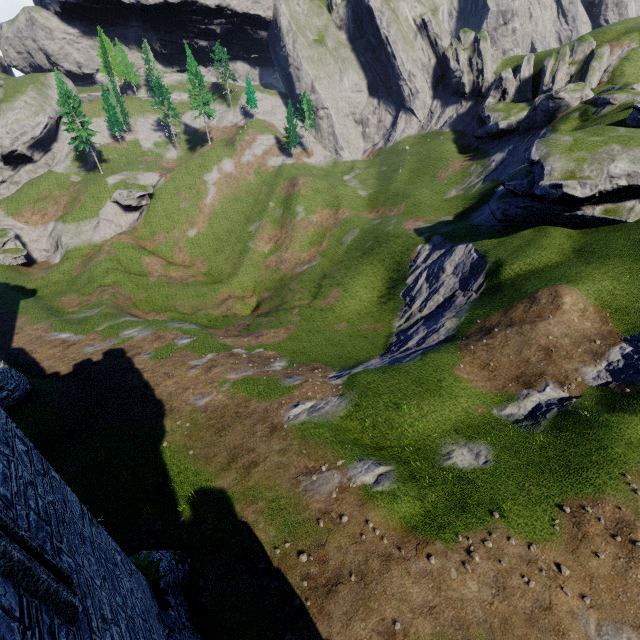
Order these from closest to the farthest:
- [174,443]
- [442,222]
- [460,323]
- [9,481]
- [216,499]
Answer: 1. [9,481]
2. [216,499]
3. [174,443]
4. [460,323]
5. [442,222]

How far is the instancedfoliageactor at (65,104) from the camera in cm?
5603

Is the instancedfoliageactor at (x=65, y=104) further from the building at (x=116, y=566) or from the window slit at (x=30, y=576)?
the window slit at (x=30, y=576)

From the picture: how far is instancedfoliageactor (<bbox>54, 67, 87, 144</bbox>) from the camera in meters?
56.0

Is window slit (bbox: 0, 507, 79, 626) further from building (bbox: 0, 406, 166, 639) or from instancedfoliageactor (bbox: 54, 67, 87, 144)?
instancedfoliageactor (bbox: 54, 67, 87, 144)

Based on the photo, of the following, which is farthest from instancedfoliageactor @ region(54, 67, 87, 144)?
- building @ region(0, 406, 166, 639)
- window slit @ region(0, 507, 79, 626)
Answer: window slit @ region(0, 507, 79, 626)

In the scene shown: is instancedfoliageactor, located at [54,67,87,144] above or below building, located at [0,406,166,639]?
above
